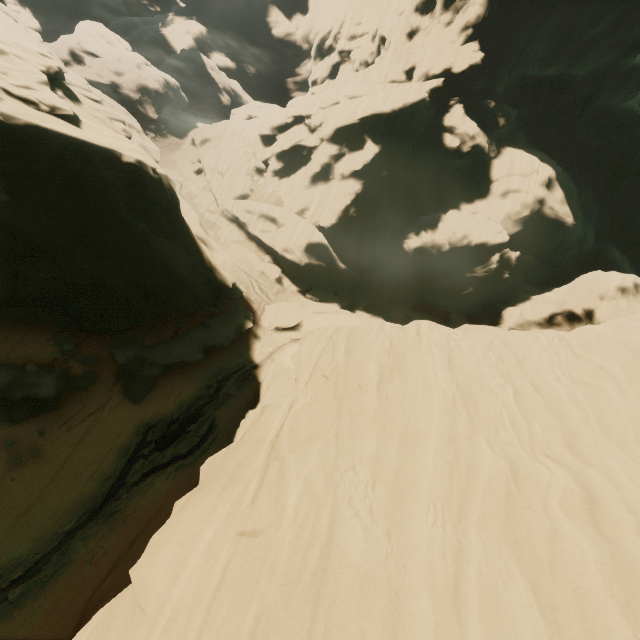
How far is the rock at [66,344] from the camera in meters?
16.4 m

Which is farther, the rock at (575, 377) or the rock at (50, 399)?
the rock at (50, 399)

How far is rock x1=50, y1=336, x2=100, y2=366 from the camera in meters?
16.4 m

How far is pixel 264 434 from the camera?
13.20m

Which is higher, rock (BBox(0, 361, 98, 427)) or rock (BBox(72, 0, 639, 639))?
rock (BBox(72, 0, 639, 639))
